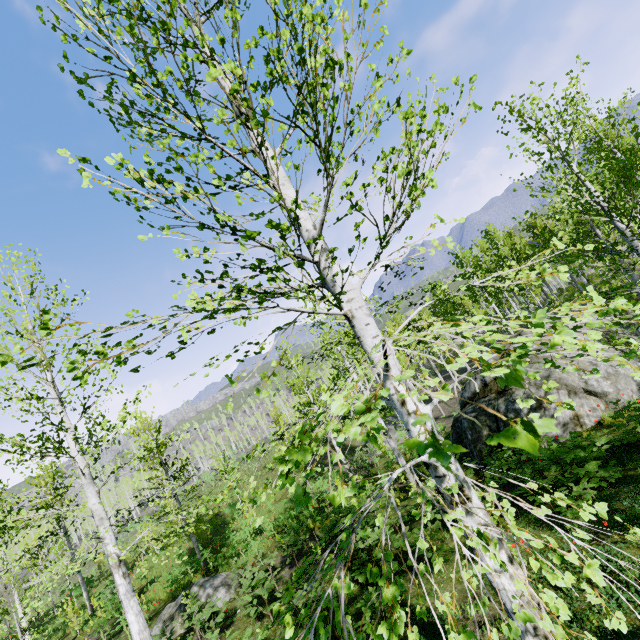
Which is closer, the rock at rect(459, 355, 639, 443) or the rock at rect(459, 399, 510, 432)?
the rock at rect(459, 355, 639, 443)

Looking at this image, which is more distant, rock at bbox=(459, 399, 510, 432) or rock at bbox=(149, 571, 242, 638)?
rock at bbox=(459, 399, 510, 432)

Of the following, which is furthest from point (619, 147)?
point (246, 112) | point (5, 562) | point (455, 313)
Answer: point (5, 562)

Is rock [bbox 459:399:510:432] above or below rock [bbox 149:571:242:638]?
A: above

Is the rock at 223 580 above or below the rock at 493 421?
below

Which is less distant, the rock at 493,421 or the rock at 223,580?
the rock at 223,580
